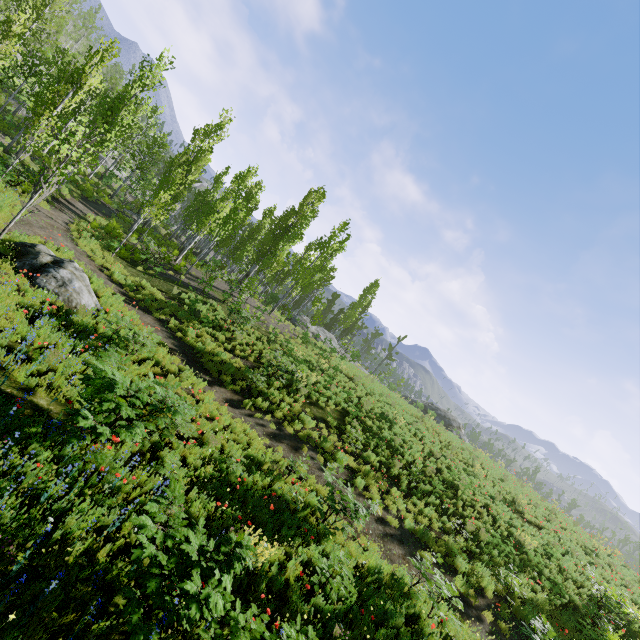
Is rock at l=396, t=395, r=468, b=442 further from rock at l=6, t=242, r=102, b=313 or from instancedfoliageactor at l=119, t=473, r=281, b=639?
rock at l=6, t=242, r=102, b=313

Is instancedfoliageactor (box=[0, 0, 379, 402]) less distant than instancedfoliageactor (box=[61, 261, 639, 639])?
No

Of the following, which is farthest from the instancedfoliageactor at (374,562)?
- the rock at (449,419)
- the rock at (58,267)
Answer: the rock at (58,267)

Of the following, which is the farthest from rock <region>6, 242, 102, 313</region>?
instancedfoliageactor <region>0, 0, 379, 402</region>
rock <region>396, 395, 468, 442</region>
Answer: rock <region>396, 395, 468, 442</region>

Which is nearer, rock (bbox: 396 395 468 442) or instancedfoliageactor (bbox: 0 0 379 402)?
instancedfoliageactor (bbox: 0 0 379 402)

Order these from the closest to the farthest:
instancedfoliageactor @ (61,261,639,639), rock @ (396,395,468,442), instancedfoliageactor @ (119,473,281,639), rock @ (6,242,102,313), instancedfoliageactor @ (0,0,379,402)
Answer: instancedfoliageactor @ (119,473,281,639), instancedfoliageactor @ (61,261,639,639), rock @ (6,242,102,313), instancedfoliageactor @ (0,0,379,402), rock @ (396,395,468,442)

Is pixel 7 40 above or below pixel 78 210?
above
